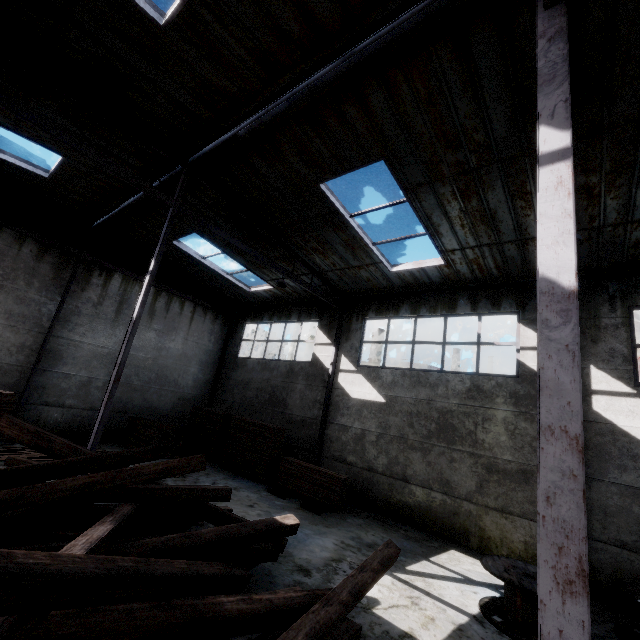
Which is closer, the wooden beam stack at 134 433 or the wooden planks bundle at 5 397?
the wooden planks bundle at 5 397

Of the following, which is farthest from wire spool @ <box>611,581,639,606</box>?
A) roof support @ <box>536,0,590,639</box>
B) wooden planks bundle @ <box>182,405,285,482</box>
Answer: wooden planks bundle @ <box>182,405,285,482</box>

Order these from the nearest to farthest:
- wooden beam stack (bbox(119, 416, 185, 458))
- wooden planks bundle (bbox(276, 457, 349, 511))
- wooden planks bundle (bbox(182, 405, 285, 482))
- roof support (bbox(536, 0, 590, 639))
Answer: roof support (bbox(536, 0, 590, 639)), wooden planks bundle (bbox(276, 457, 349, 511)), wooden planks bundle (bbox(182, 405, 285, 482)), wooden beam stack (bbox(119, 416, 185, 458))

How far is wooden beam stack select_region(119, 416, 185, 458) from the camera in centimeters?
1253cm

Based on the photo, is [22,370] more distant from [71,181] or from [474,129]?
[474,129]

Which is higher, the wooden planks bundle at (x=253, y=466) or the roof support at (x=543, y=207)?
the roof support at (x=543, y=207)

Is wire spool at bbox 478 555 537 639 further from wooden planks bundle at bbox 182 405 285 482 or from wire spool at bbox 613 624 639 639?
wooden planks bundle at bbox 182 405 285 482

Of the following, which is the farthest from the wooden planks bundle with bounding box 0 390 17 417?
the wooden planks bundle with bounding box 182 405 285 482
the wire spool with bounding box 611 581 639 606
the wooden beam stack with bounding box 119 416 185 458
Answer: the wire spool with bounding box 611 581 639 606
